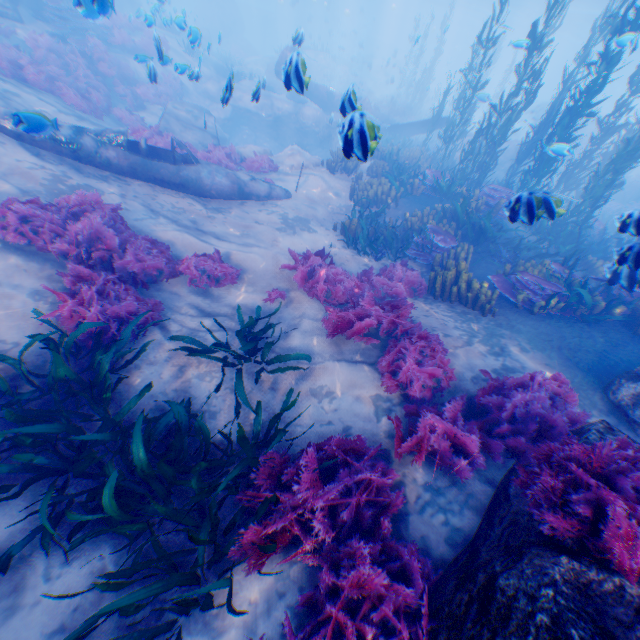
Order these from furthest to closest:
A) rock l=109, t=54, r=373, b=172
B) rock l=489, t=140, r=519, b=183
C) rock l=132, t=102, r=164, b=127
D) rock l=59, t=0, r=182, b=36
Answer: rock l=489, t=140, r=519, b=183 < rock l=132, t=102, r=164, b=127 < rock l=109, t=54, r=373, b=172 < rock l=59, t=0, r=182, b=36

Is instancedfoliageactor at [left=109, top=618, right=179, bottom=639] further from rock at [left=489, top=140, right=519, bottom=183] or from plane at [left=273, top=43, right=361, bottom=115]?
plane at [left=273, top=43, right=361, bottom=115]

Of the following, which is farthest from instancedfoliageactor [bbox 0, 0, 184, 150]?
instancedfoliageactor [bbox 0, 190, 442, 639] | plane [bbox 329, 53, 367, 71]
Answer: plane [bbox 329, 53, 367, 71]

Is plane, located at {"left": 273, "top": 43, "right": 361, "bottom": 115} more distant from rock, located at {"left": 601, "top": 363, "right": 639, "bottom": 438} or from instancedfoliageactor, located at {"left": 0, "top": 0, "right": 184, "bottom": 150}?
instancedfoliageactor, located at {"left": 0, "top": 0, "right": 184, "bottom": 150}

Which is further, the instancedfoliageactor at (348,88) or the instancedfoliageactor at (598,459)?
the instancedfoliageactor at (348,88)

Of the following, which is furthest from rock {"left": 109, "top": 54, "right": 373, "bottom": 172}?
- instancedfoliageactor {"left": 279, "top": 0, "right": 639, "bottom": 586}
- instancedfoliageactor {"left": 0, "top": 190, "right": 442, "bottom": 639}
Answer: instancedfoliageactor {"left": 0, "top": 190, "right": 442, "bottom": 639}

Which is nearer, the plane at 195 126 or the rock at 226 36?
the plane at 195 126

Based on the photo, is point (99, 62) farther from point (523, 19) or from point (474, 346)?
point (523, 19)
